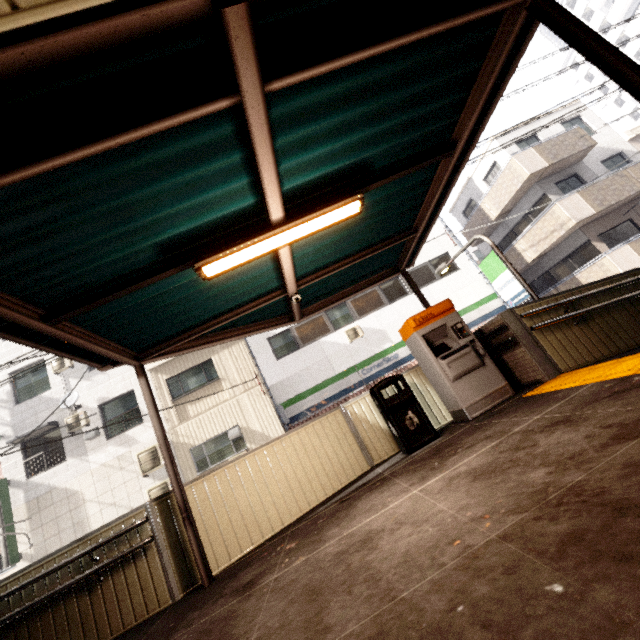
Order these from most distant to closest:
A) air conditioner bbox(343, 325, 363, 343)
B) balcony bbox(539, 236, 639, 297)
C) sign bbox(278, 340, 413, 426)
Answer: air conditioner bbox(343, 325, 363, 343)
sign bbox(278, 340, 413, 426)
balcony bbox(539, 236, 639, 297)

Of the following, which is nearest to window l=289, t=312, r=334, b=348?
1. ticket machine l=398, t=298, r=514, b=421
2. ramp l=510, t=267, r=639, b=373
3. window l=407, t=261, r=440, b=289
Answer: window l=407, t=261, r=440, b=289

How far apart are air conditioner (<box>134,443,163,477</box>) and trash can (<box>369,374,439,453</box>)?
9.67m

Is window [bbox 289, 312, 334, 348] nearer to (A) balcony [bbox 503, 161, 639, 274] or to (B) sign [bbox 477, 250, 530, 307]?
(B) sign [bbox 477, 250, 530, 307]

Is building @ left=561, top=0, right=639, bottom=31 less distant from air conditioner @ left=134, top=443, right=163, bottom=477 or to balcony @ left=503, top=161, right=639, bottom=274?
balcony @ left=503, top=161, right=639, bottom=274

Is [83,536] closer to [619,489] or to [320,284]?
[320,284]

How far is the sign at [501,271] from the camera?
14.1m

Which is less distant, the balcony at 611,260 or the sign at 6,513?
the sign at 6,513
